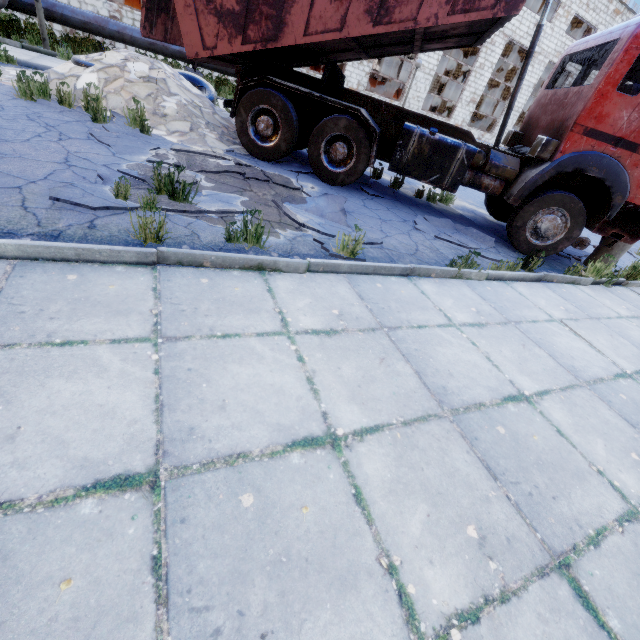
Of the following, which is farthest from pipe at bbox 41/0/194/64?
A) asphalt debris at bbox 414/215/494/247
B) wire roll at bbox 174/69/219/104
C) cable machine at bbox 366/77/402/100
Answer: asphalt debris at bbox 414/215/494/247

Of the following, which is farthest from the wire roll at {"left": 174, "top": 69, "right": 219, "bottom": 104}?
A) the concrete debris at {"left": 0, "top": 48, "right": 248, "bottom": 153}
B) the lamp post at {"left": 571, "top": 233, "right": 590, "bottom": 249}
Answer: the lamp post at {"left": 571, "top": 233, "right": 590, "bottom": 249}

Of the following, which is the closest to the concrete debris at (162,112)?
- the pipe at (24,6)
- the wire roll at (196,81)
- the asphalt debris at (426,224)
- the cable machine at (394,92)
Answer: the wire roll at (196,81)

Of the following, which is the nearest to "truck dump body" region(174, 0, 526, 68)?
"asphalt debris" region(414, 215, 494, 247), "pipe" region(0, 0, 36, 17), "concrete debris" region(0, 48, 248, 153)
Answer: "concrete debris" region(0, 48, 248, 153)

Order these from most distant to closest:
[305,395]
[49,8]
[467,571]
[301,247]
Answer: [49,8]
[301,247]
[305,395]
[467,571]

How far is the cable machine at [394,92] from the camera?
22.5 meters

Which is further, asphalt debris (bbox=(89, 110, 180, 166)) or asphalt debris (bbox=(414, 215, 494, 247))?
asphalt debris (bbox=(414, 215, 494, 247))

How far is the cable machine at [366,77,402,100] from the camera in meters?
22.5
